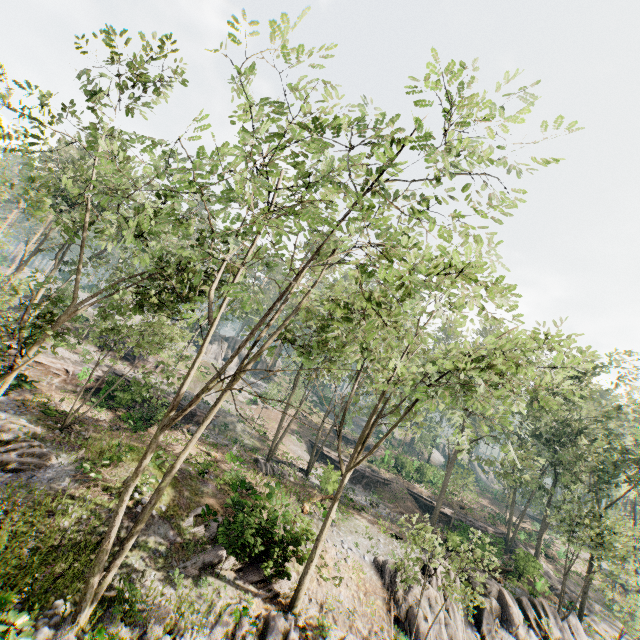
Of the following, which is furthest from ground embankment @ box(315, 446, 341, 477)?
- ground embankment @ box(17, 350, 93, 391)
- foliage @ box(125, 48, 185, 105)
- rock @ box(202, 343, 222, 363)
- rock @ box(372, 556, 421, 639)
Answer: rock @ box(202, 343, 222, 363)

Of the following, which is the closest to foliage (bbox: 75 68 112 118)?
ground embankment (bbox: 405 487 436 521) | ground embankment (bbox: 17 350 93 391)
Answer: ground embankment (bbox: 405 487 436 521)

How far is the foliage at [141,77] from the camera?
11.0 meters

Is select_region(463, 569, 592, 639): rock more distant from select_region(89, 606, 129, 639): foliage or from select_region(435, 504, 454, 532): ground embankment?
select_region(435, 504, 454, 532): ground embankment

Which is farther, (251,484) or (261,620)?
(251,484)

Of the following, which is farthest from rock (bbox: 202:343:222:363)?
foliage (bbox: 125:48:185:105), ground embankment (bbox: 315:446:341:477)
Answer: ground embankment (bbox: 315:446:341:477)

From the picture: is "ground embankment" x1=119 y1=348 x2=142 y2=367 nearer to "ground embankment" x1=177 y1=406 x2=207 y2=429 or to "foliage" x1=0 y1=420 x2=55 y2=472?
"foliage" x1=0 y1=420 x2=55 y2=472

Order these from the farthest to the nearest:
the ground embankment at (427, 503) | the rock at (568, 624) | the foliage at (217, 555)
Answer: the ground embankment at (427, 503)
the rock at (568, 624)
the foliage at (217, 555)
